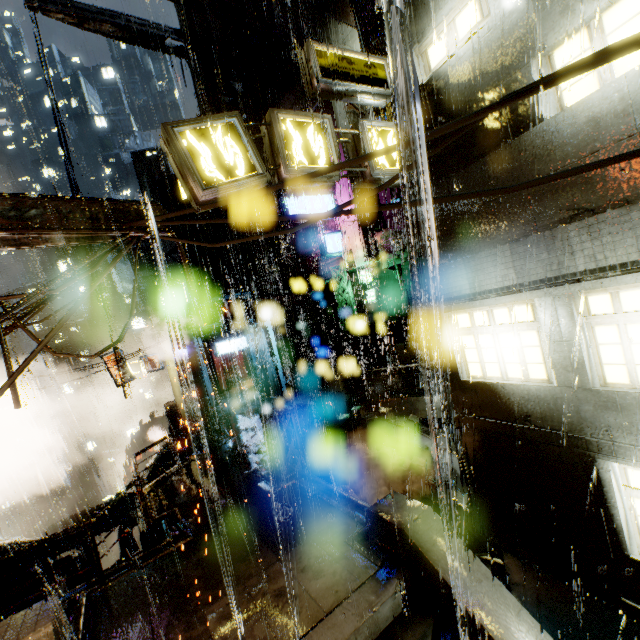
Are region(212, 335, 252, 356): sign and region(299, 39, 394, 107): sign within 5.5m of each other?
no

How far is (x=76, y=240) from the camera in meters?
3.7

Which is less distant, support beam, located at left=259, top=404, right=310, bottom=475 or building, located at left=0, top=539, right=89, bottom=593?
building, located at left=0, top=539, right=89, bottom=593

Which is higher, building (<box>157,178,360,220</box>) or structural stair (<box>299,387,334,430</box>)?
building (<box>157,178,360,220</box>)

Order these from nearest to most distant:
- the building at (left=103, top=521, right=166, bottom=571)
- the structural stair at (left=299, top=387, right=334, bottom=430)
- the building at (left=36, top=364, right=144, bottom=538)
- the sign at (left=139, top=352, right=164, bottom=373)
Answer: the building at (left=103, top=521, right=166, bottom=571)
the structural stair at (left=299, top=387, right=334, bottom=430)
the building at (left=36, top=364, right=144, bottom=538)
the sign at (left=139, top=352, right=164, bottom=373)

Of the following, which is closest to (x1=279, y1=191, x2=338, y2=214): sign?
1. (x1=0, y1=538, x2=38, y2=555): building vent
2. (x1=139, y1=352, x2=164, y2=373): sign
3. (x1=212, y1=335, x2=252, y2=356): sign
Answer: (x1=212, y1=335, x2=252, y2=356): sign

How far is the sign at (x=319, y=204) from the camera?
20.5m

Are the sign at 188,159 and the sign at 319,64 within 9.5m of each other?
yes
